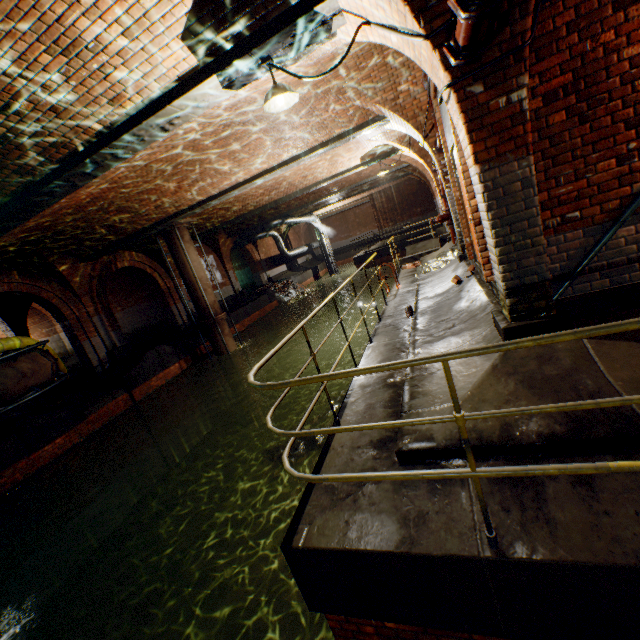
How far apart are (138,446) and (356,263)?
20.27m

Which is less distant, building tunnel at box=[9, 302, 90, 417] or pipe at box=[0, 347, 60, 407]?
pipe at box=[0, 347, 60, 407]

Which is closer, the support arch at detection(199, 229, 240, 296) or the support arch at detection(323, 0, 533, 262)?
the support arch at detection(323, 0, 533, 262)

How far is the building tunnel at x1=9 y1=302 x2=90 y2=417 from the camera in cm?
1252

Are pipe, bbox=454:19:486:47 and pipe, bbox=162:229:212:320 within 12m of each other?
no

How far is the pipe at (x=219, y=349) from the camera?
14.1 meters

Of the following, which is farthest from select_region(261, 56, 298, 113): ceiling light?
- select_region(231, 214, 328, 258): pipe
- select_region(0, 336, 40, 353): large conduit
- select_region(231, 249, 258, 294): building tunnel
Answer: select_region(231, 214, 328, 258): pipe

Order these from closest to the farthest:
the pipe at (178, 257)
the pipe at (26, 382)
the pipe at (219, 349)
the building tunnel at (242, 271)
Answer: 1. the pipe at (26, 382)
2. the pipe at (178, 257)
3. the pipe at (219, 349)
4. the building tunnel at (242, 271)
